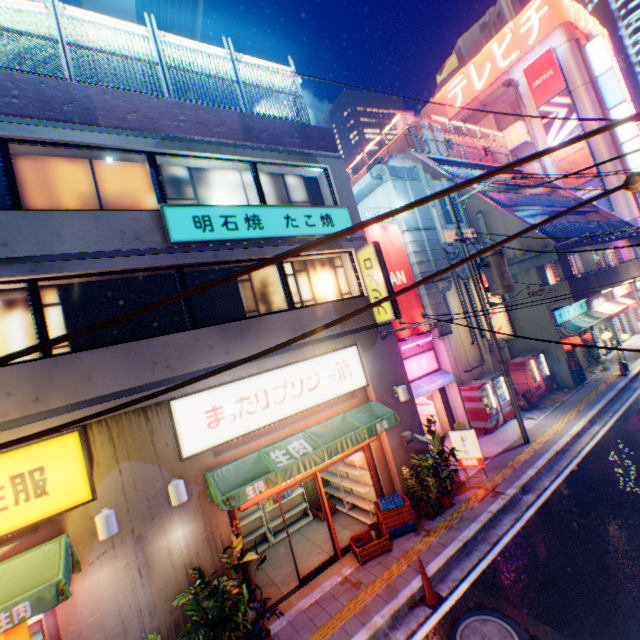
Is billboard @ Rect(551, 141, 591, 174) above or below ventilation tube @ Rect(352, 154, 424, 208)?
above

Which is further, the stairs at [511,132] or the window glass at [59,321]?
the stairs at [511,132]

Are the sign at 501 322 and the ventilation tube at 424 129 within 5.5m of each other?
no

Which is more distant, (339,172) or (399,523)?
(339,172)

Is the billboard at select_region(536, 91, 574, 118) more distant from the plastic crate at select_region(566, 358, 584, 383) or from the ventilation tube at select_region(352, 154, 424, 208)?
the ventilation tube at select_region(352, 154, 424, 208)

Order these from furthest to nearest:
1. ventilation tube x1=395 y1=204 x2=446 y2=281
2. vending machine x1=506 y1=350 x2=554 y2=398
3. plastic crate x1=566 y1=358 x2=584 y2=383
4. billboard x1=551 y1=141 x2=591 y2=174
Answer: billboard x1=551 y1=141 x2=591 y2=174, plastic crate x1=566 y1=358 x2=584 y2=383, vending machine x1=506 y1=350 x2=554 y2=398, ventilation tube x1=395 y1=204 x2=446 y2=281

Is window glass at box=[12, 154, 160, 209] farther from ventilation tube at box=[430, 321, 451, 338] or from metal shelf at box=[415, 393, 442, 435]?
metal shelf at box=[415, 393, 442, 435]

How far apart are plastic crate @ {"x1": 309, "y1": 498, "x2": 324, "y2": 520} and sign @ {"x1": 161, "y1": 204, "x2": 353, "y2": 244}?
8.84m
